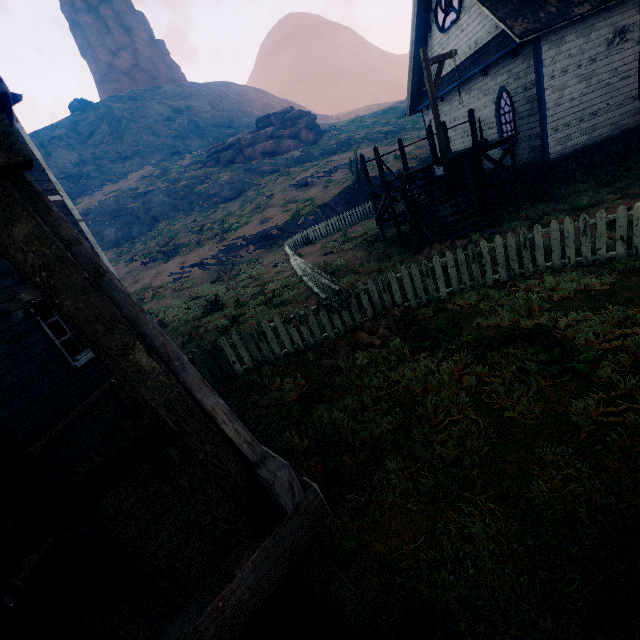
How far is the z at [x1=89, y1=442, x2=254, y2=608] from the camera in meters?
3.6

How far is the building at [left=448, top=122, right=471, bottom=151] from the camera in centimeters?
1600cm

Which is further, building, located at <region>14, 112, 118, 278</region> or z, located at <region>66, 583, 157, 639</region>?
building, located at <region>14, 112, 118, 278</region>

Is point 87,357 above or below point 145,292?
above

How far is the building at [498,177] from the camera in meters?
14.4 m

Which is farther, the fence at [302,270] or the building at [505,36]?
the building at [505,36]

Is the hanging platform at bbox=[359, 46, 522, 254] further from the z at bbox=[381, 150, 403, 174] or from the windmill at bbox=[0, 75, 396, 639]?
the windmill at bbox=[0, 75, 396, 639]
